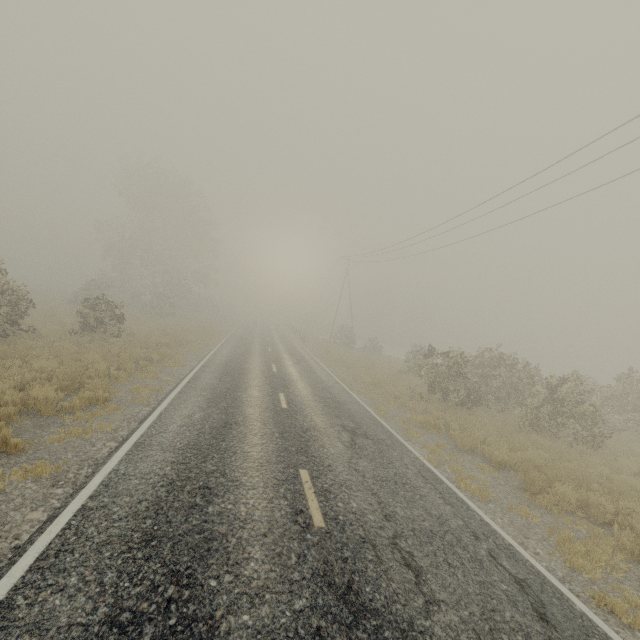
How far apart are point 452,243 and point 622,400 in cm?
1329
